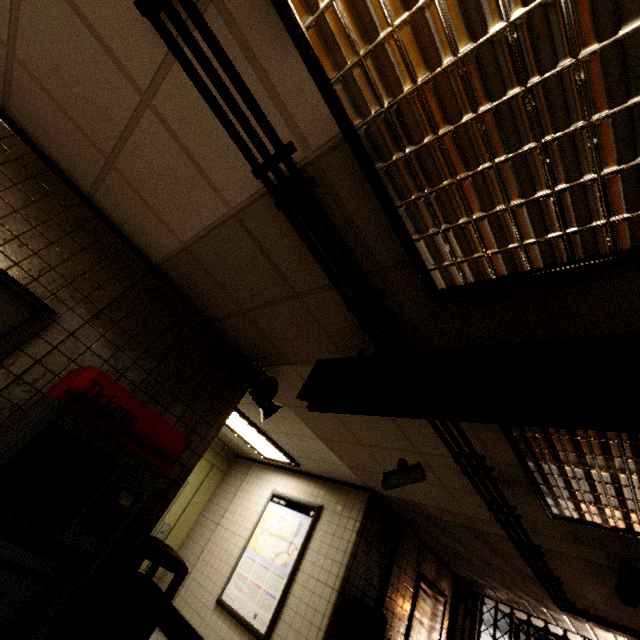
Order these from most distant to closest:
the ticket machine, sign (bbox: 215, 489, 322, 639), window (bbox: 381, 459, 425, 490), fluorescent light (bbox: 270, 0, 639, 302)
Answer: sign (bbox: 215, 489, 322, 639) → window (bbox: 381, 459, 425, 490) → the ticket machine → fluorescent light (bbox: 270, 0, 639, 302)

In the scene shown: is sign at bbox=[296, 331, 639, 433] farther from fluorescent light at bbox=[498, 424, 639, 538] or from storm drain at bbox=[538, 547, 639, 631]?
storm drain at bbox=[538, 547, 639, 631]

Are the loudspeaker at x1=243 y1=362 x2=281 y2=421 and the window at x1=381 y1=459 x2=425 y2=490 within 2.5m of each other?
yes

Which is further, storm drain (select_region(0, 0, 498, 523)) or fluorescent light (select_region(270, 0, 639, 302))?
storm drain (select_region(0, 0, 498, 523))

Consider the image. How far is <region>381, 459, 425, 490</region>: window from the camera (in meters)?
3.49

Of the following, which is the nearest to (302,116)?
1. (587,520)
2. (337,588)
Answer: (587,520)

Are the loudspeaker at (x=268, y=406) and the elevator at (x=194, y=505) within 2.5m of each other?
no

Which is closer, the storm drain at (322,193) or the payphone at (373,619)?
the storm drain at (322,193)
